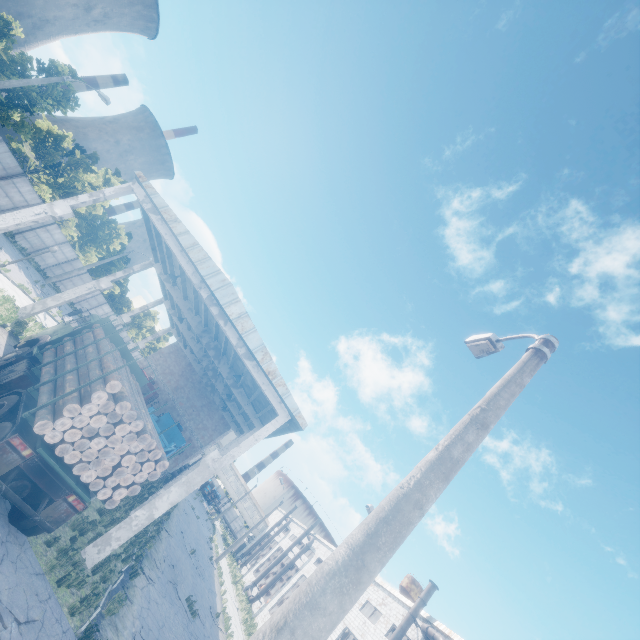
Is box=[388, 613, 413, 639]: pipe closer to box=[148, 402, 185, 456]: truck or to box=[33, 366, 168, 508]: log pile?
box=[148, 402, 185, 456]: truck

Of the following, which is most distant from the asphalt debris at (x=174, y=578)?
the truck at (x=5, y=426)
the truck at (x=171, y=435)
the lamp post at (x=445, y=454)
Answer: the lamp post at (x=445, y=454)

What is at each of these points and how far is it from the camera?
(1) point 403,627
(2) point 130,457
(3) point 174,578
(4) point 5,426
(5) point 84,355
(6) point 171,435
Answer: (1) pipe, 22.09m
(2) log pile, 8.35m
(3) asphalt debris, 17.55m
(4) truck, 7.65m
(5) log pile, 10.16m
(6) truck, 25.50m

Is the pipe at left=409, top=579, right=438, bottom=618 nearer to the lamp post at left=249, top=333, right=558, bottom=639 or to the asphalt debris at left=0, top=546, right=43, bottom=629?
the asphalt debris at left=0, top=546, right=43, bottom=629

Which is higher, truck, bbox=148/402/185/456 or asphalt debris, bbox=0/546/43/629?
truck, bbox=148/402/185/456

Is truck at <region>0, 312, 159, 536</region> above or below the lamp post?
below

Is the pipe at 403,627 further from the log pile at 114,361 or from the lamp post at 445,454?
the lamp post at 445,454

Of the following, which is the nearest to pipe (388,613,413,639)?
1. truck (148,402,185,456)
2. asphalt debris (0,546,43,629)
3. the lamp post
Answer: truck (148,402,185,456)
